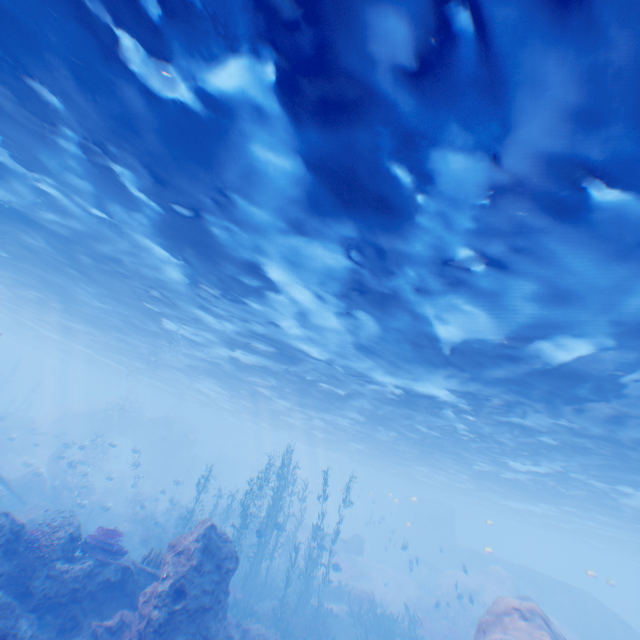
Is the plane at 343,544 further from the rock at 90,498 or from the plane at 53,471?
the plane at 53,471

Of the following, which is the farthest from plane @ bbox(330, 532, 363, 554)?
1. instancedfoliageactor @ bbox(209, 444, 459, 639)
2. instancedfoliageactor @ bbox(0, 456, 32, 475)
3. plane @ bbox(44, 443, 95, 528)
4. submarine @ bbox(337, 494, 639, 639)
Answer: instancedfoliageactor @ bbox(0, 456, 32, 475)

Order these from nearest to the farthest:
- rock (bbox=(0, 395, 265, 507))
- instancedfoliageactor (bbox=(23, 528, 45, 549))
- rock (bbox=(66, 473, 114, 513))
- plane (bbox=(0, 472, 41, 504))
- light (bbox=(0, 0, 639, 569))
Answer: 1. light (bbox=(0, 0, 639, 569))
2. instancedfoliageactor (bbox=(23, 528, 45, 549))
3. plane (bbox=(0, 472, 41, 504))
4. rock (bbox=(66, 473, 114, 513))
5. rock (bbox=(0, 395, 265, 507))

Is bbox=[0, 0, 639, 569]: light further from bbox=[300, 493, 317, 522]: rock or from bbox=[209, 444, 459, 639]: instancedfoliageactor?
bbox=[209, 444, 459, 639]: instancedfoliageactor

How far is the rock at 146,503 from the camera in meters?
23.8

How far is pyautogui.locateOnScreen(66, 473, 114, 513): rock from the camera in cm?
2059

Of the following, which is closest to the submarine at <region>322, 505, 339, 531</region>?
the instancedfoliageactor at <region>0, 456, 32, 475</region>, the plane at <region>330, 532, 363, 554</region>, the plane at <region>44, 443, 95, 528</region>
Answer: the plane at <region>330, 532, 363, 554</region>

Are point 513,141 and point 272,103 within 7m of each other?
yes
